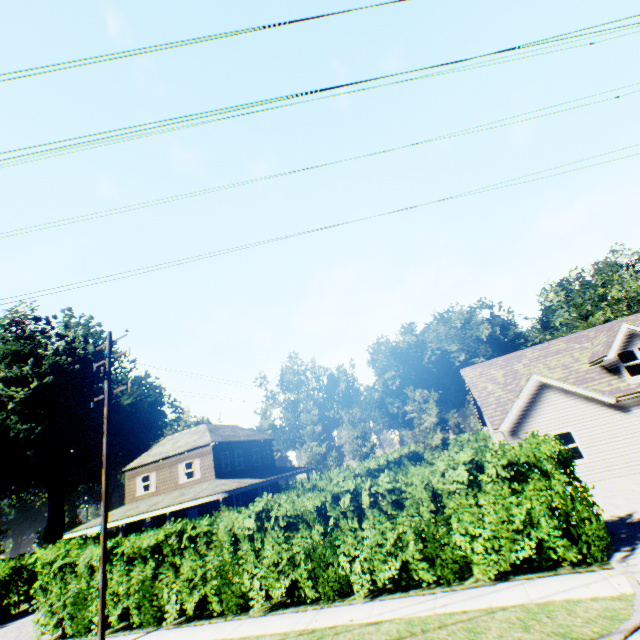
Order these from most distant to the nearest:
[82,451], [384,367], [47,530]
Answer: [384,367] → [82,451] → [47,530]

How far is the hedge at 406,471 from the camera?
8.8m

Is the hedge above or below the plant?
below

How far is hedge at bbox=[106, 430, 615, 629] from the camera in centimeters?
877cm

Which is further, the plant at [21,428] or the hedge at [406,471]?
the plant at [21,428]

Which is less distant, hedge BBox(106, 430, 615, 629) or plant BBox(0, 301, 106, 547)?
hedge BBox(106, 430, 615, 629)
